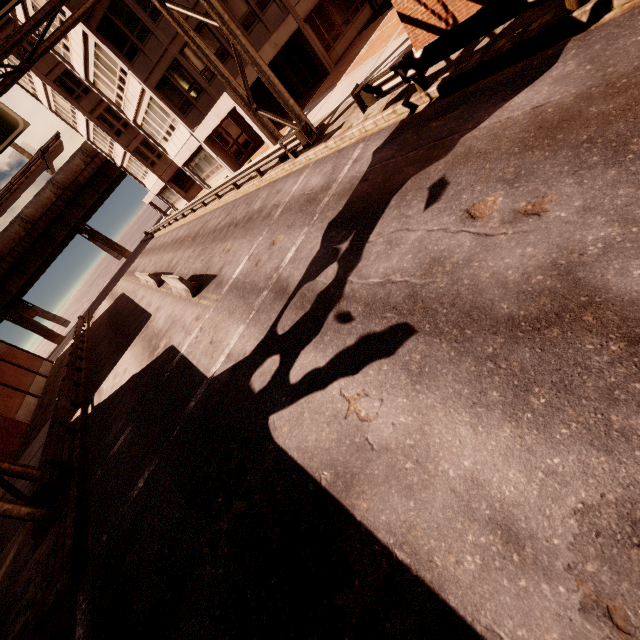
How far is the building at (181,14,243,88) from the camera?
19.1m

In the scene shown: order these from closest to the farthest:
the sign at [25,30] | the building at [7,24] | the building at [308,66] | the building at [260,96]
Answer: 1. the sign at [25,30]
2. the building at [260,96]
3. the building at [308,66]
4. the building at [7,24]

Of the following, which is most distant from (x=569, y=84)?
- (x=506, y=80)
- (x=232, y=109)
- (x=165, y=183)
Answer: (x=165, y=183)

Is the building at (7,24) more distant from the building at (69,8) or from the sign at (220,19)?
the sign at (220,19)

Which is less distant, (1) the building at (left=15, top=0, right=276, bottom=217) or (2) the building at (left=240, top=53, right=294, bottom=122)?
(2) the building at (left=240, top=53, right=294, bottom=122)

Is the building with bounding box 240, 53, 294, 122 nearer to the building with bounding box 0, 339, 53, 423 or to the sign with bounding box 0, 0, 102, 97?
the sign with bounding box 0, 0, 102, 97

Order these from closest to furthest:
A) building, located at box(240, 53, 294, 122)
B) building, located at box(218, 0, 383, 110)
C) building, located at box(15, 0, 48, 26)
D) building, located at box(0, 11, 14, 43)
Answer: building, located at box(240, 53, 294, 122), building, located at box(218, 0, 383, 110), building, located at box(15, 0, 48, 26), building, located at box(0, 11, 14, 43)
